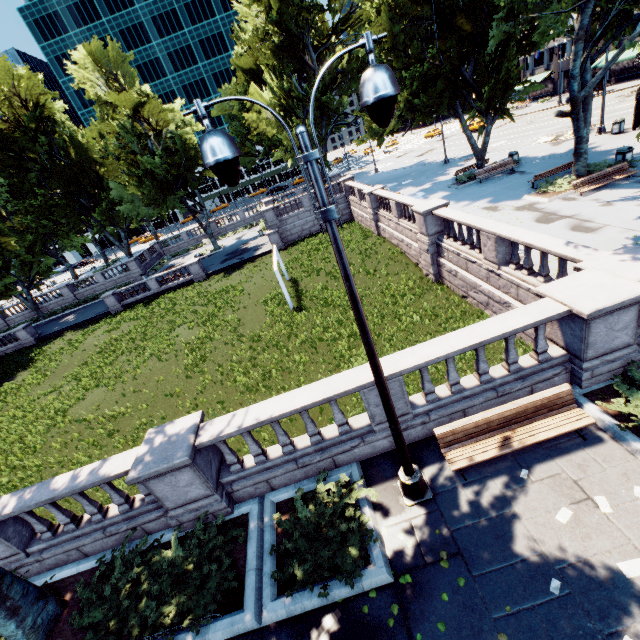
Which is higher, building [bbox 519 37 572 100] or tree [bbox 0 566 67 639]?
building [bbox 519 37 572 100]

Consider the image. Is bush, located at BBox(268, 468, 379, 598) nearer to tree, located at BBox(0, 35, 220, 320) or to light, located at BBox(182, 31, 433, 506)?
A: light, located at BBox(182, 31, 433, 506)

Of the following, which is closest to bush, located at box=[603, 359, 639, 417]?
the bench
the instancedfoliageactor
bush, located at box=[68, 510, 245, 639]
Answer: the bench

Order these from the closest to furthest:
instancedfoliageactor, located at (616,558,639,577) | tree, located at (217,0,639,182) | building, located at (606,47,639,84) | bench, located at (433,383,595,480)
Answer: instancedfoliageactor, located at (616,558,639,577) → bench, located at (433,383,595,480) → tree, located at (217,0,639,182) → building, located at (606,47,639,84)

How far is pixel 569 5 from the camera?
13.1 meters

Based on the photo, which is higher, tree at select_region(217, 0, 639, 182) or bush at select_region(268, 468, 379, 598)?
tree at select_region(217, 0, 639, 182)

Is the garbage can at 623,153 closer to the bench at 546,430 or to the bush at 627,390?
the bush at 627,390

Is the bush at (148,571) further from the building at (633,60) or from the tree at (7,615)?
the building at (633,60)
